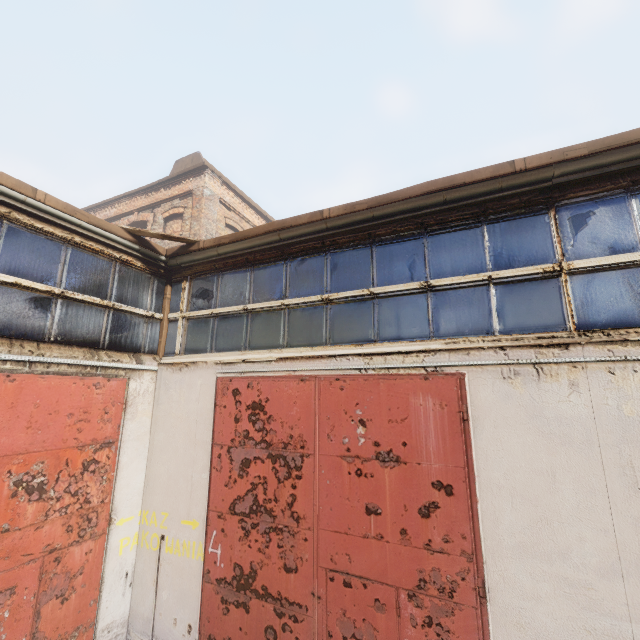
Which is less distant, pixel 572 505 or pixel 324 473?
pixel 572 505
